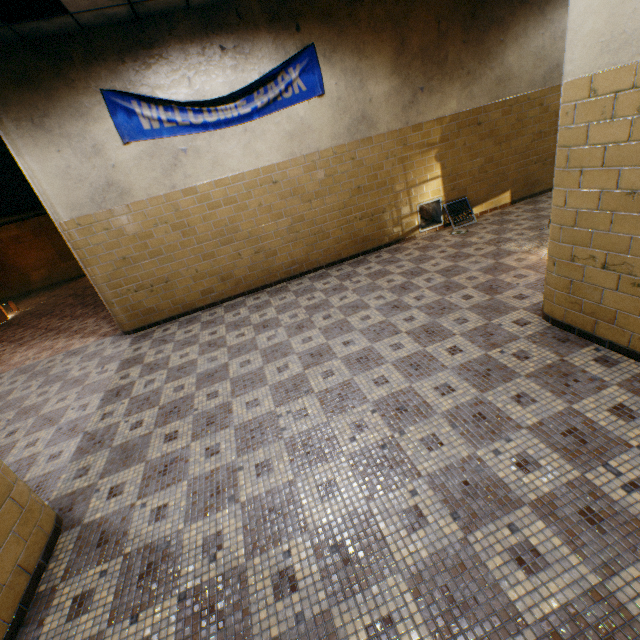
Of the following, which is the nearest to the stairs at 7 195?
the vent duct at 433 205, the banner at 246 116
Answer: the banner at 246 116

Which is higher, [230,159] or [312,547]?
[230,159]

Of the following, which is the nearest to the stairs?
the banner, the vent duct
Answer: the banner

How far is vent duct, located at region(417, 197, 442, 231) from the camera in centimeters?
639cm

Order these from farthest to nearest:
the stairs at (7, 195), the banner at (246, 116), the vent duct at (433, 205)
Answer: the vent duct at (433, 205), the stairs at (7, 195), the banner at (246, 116)

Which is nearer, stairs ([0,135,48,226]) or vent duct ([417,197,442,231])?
stairs ([0,135,48,226])
